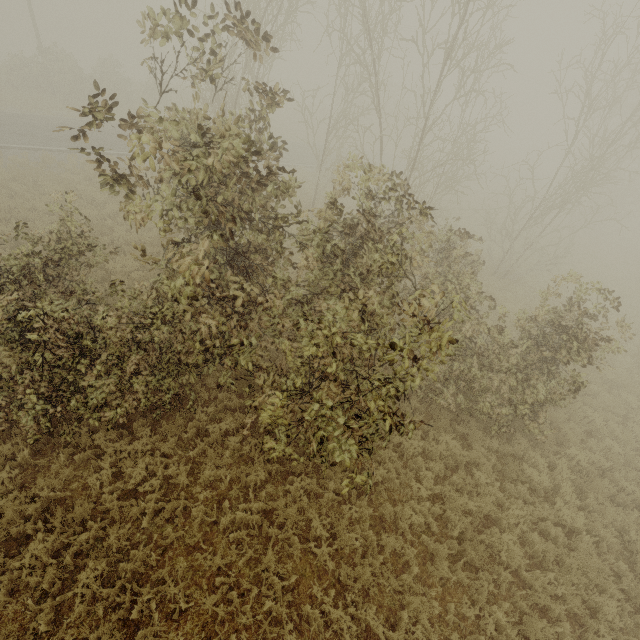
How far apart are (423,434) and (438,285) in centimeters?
442cm
